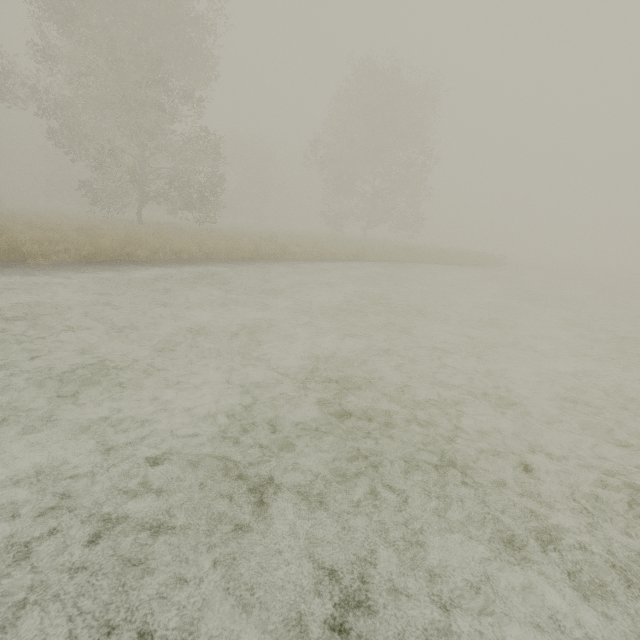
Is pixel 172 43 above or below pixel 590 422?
above
